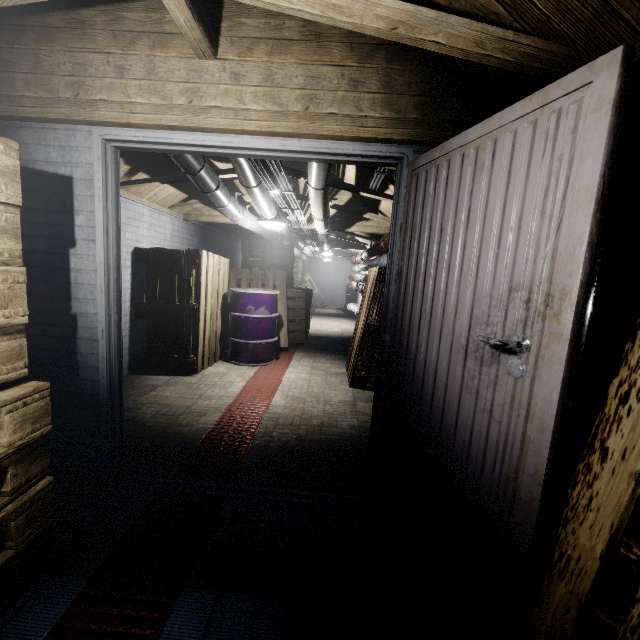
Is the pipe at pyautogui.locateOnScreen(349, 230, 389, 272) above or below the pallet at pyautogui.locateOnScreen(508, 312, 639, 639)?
above

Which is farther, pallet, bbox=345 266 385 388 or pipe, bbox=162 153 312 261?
pallet, bbox=345 266 385 388

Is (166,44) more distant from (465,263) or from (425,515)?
(425,515)

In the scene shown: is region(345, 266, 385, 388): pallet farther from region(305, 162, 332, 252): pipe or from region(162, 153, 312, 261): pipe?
region(162, 153, 312, 261): pipe

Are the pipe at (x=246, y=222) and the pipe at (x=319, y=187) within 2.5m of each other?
yes

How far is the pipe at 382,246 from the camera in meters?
4.3 m

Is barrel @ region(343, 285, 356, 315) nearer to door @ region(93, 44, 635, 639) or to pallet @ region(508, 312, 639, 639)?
door @ region(93, 44, 635, 639)

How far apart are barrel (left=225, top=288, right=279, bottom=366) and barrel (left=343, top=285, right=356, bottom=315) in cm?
646
